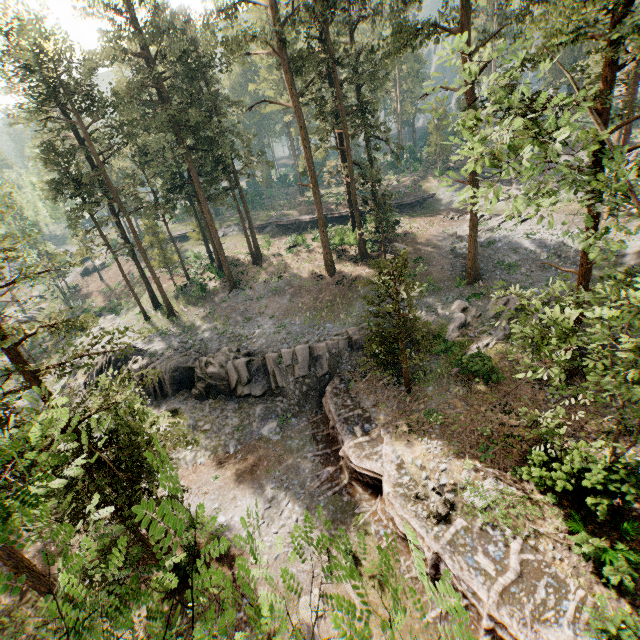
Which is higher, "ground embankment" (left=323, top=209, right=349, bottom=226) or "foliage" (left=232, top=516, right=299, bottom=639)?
"foliage" (left=232, top=516, right=299, bottom=639)

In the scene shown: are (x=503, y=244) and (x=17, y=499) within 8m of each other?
no

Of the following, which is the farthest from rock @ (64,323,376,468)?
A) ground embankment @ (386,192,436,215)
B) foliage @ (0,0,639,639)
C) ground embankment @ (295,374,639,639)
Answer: ground embankment @ (386,192,436,215)

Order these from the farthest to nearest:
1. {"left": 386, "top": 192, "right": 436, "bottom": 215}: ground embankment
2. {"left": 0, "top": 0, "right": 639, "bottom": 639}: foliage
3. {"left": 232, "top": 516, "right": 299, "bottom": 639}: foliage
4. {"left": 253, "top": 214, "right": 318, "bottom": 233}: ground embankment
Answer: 1. {"left": 253, "top": 214, "right": 318, "bottom": 233}: ground embankment
2. {"left": 386, "top": 192, "right": 436, "bottom": 215}: ground embankment
3. {"left": 0, "top": 0, "right": 639, "bottom": 639}: foliage
4. {"left": 232, "top": 516, "right": 299, "bottom": 639}: foliage

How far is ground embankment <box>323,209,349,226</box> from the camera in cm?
4556

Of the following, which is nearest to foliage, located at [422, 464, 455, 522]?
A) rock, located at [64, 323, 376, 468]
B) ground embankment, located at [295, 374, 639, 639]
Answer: ground embankment, located at [295, 374, 639, 639]

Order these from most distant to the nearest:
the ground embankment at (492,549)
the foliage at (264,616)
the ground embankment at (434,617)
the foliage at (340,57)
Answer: the ground embankment at (434,617) → the ground embankment at (492,549) → the foliage at (340,57) → the foliage at (264,616)

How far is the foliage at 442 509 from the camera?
13.9 meters
